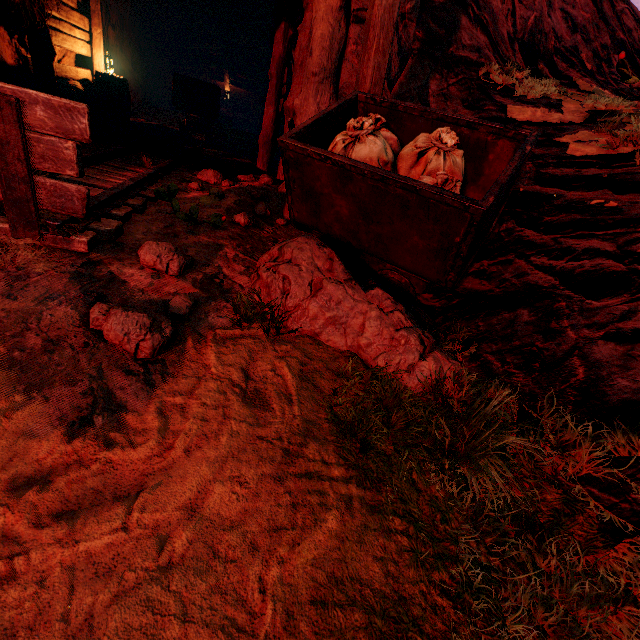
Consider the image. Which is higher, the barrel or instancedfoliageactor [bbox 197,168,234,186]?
the barrel

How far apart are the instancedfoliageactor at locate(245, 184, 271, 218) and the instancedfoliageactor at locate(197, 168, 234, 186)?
1.2 meters

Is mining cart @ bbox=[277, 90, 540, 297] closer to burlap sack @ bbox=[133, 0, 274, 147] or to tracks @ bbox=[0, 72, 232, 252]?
tracks @ bbox=[0, 72, 232, 252]

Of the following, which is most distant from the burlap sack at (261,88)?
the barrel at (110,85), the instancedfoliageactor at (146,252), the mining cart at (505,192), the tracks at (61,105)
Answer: the instancedfoliageactor at (146,252)

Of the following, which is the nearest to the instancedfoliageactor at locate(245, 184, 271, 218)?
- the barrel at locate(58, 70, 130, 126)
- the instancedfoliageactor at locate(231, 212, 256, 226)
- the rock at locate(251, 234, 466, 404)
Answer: the instancedfoliageactor at locate(231, 212, 256, 226)

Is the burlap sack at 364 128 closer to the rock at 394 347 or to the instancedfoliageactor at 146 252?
the rock at 394 347

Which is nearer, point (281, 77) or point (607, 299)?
point (607, 299)

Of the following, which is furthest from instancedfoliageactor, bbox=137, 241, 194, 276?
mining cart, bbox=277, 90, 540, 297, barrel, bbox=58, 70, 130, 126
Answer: barrel, bbox=58, 70, 130, 126
